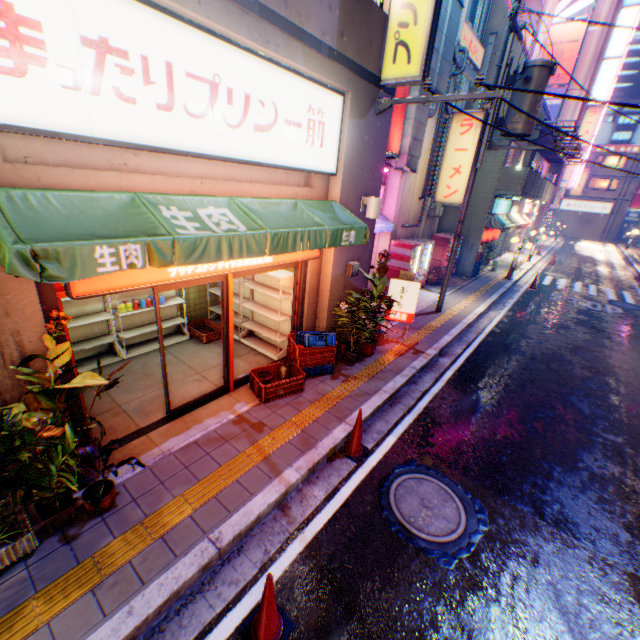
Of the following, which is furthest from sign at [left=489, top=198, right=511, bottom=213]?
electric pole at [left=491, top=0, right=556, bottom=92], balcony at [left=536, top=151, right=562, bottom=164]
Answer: electric pole at [left=491, top=0, right=556, bottom=92]

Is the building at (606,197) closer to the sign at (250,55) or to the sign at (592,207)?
the sign at (592,207)

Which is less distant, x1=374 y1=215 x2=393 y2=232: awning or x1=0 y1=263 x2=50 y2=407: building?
x1=0 y1=263 x2=50 y2=407: building

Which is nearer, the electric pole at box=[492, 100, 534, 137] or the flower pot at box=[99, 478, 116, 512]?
the flower pot at box=[99, 478, 116, 512]

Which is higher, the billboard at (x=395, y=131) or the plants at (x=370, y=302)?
the billboard at (x=395, y=131)

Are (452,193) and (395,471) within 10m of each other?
no

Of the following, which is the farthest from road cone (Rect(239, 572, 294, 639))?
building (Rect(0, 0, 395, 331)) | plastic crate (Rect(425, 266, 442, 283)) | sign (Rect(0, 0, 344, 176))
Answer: plastic crate (Rect(425, 266, 442, 283))

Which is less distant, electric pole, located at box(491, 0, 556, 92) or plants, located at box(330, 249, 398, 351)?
plants, located at box(330, 249, 398, 351)
